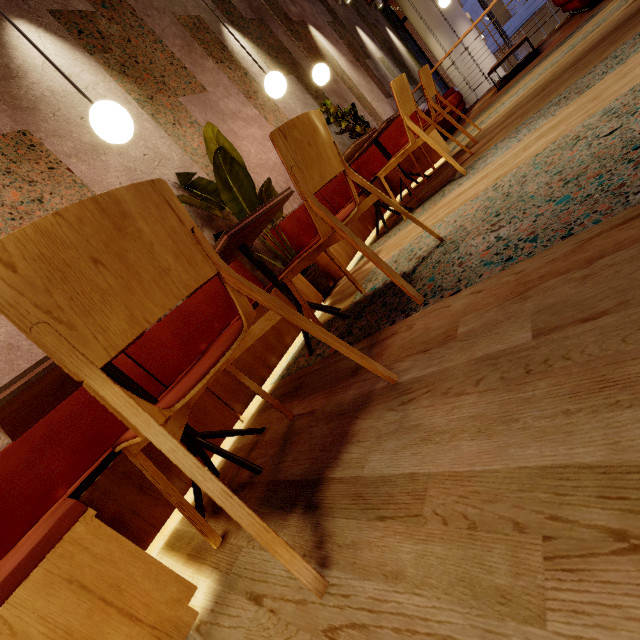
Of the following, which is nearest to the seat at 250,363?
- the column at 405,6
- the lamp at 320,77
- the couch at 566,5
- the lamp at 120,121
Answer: the lamp at 120,121

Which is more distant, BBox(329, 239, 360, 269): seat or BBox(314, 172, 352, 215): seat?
BBox(314, 172, 352, 215): seat

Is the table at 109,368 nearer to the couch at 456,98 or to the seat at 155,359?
the seat at 155,359

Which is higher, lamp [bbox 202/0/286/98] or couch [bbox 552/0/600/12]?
lamp [bbox 202/0/286/98]

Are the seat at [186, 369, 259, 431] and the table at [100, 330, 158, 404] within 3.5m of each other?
yes

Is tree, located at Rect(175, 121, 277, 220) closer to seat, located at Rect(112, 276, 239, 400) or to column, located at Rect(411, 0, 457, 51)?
seat, located at Rect(112, 276, 239, 400)

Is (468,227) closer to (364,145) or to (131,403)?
(131,403)

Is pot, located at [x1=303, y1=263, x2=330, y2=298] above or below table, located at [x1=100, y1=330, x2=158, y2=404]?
below
